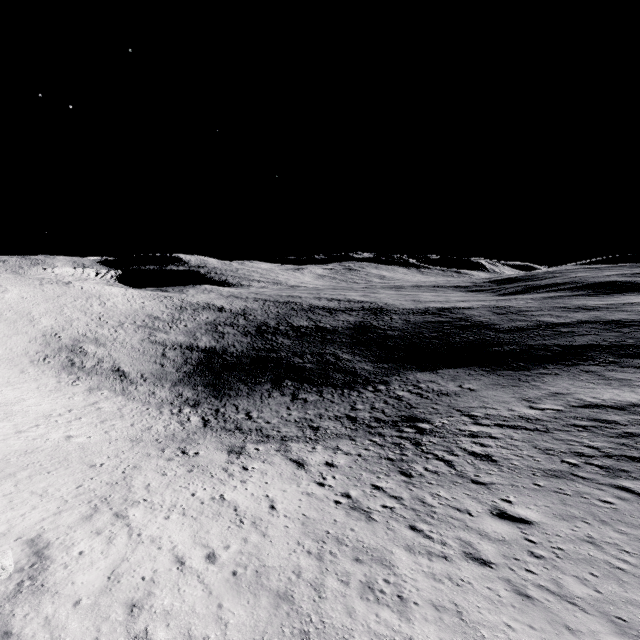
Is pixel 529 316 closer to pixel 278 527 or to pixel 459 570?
pixel 459 570
